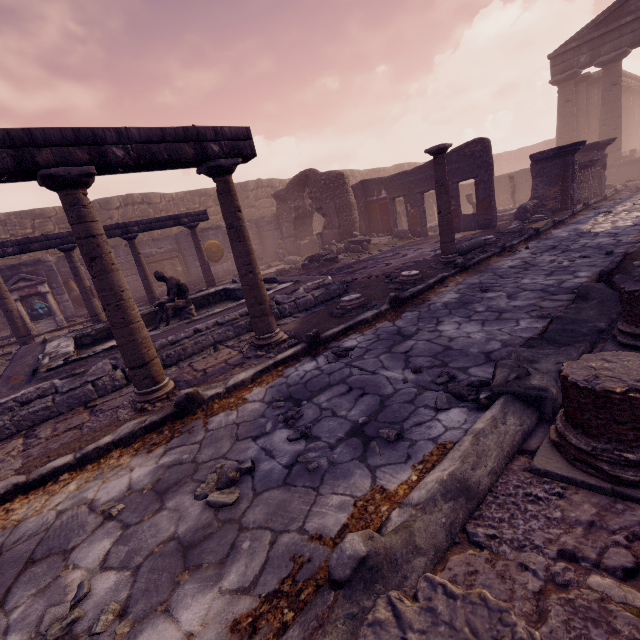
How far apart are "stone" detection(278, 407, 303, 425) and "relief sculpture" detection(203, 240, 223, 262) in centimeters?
1357cm

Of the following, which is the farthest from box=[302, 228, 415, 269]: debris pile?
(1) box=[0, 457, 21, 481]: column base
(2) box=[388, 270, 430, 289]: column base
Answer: (1) box=[0, 457, 21, 481]: column base

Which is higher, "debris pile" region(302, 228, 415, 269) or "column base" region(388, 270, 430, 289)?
"debris pile" region(302, 228, 415, 269)

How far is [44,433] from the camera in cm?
359

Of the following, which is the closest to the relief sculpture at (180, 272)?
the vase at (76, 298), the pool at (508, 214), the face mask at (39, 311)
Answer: the vase at (76, 298)

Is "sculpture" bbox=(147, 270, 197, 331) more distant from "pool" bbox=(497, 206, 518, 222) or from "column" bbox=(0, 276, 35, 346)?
"pool" bbox=(497, 206, 518, 222)

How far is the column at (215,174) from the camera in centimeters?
386cm

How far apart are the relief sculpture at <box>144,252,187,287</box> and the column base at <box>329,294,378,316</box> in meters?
12.5
